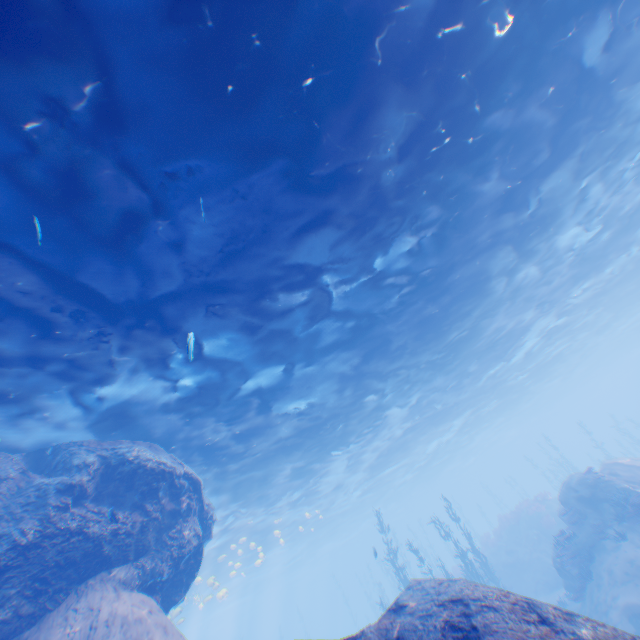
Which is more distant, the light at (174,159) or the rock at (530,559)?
the light at (174,159)

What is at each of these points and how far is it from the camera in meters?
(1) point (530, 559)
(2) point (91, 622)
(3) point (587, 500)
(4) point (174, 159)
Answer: (1) rock, 23.4
(2) rock, 7.1
(3) rock, 15.9
(4) light, 6.1

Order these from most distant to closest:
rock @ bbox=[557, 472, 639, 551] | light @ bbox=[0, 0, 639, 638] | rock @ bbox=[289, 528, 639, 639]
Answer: rock @ bbox=[557, 472, 639, 551] → light @ bbox=[0, 0, 639, 638] → rock @ bbox=[289, 528, 639, 639]

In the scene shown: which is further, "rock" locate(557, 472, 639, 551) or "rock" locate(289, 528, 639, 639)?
"rock" locate(557, 472, 639, 551)

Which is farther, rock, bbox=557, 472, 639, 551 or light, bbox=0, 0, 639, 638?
rock, bbox=557, 472, 639, 551

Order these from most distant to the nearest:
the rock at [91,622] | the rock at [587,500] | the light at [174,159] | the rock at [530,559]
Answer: the rock at [587,500] → the rock at [91,622] → the light at [174,159] → the rock at [530,559]
